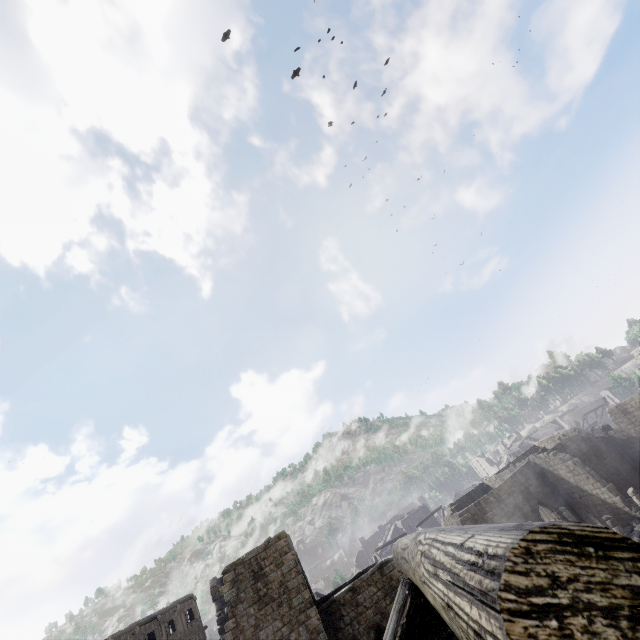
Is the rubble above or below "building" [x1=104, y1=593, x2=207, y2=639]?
below

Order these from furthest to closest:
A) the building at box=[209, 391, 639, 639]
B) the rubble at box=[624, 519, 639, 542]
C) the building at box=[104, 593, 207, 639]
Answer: the building at box=[104, 593, 207, 639], the rubble at box=[624, 519, 639, 542], the building at box=[209, 391, 639, 639]

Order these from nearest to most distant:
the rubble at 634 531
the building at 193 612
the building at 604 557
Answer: the building at 604 557
the rubble at 634 531
the building at 193 612

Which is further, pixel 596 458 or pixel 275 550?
pixel 596 458

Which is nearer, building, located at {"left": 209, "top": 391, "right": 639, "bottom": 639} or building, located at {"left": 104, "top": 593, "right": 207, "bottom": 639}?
building, located at {"left": 209, "top": 391, "right": 639, "bottom": 639}

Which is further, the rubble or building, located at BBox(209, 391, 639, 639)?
the rubble

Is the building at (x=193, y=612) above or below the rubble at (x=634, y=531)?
above
